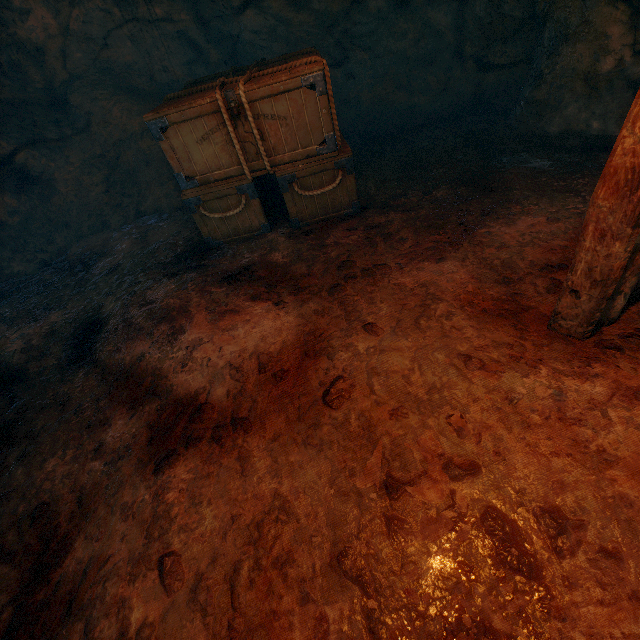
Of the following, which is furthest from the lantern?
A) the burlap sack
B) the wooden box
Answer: the wooden box

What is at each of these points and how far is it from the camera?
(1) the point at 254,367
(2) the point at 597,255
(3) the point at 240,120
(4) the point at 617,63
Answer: (1) burlap sack, 2.8 meters
(2) lantern, 1.9 meters
(3) wooden box, 3.6 meters
(4) z, 3.9 meters

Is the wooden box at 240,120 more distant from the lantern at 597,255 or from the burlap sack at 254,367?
the lantern at 597,255

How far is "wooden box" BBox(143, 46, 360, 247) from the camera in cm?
345

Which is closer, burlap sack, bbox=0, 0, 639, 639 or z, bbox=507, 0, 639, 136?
burlap sack, bbox=0, 0, 639, 639

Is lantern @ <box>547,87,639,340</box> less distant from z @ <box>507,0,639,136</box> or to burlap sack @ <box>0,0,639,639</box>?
burlap sack @ <box>0,0,639,639</box>

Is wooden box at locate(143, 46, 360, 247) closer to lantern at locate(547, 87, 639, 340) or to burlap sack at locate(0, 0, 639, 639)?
burlap sack at locate(0, 0, 639, 639)

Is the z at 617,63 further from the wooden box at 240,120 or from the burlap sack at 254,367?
the wooden box at 240,120
